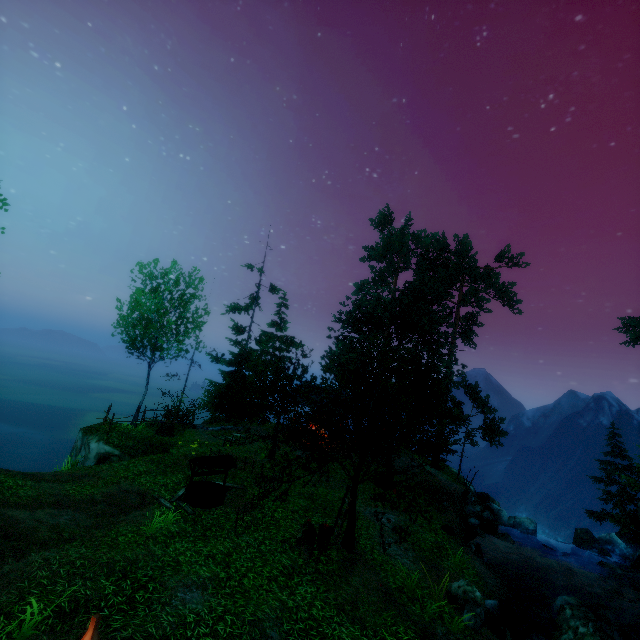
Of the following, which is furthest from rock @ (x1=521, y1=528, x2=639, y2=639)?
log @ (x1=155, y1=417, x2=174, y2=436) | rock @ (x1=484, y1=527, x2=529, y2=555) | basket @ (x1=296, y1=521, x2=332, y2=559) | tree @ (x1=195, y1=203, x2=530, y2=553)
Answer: log @ (x1=155, y1=417, x2=174, y2=436)

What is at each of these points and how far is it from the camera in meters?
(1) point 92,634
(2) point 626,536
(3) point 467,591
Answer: (1) pillar, 2.5 m
(2) tree, 26.3 m
(3) rock, 9.9 m

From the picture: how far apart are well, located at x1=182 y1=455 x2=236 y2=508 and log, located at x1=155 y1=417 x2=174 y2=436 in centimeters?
703cm

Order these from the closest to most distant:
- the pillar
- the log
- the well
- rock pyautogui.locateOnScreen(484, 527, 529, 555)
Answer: the pillar, the well, rock pyautogui.locateOnScreen(484, 527, 529, 555), the log

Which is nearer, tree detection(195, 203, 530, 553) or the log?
tree detection(195, 203, 530, 553)

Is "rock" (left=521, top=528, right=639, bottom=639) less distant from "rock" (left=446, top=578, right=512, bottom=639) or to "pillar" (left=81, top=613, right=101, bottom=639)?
"rock" (left=446, top=578, right=512, bottom=639)

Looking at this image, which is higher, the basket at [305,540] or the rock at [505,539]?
the basket at [305,540]

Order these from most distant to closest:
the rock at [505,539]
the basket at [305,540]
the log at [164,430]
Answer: the log at [164,430] < the rock at [505,539] < the basket at [305,540]
